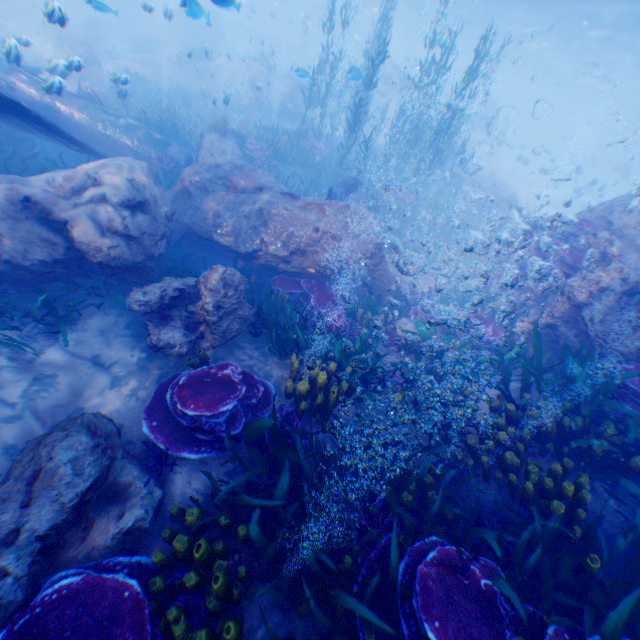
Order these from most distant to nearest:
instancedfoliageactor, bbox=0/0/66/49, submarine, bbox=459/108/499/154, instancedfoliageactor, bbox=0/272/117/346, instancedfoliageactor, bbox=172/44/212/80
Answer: submarine, bbox=459/108/499/154, instancedfoliageactor, bbox=0/0/66/49, instancedfoliageactor, bbox=172/44/212/80, instancedfoliageactor, bbox=0/272/117/346

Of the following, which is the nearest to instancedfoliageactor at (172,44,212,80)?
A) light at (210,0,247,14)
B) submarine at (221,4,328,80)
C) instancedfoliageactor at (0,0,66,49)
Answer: submarine at (221,4,328,80)

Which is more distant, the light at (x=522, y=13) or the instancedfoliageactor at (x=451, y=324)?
the light at (x=522, y=13)

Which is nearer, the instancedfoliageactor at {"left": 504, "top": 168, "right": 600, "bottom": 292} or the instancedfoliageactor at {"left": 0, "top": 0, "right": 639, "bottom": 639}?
the instancedfoliageactor at {"left": 0, "top": 0, "right": 639, "bottom": 639}

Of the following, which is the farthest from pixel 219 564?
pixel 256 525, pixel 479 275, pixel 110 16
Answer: pixel 110 16

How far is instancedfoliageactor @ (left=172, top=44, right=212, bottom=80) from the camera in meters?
14.0

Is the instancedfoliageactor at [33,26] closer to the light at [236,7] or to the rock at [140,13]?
the rock at [140,13]

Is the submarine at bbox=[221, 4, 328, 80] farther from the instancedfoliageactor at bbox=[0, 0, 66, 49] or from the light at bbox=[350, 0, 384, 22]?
the instancedfoliageactor at bbox=[0, 0, 66, 49]
